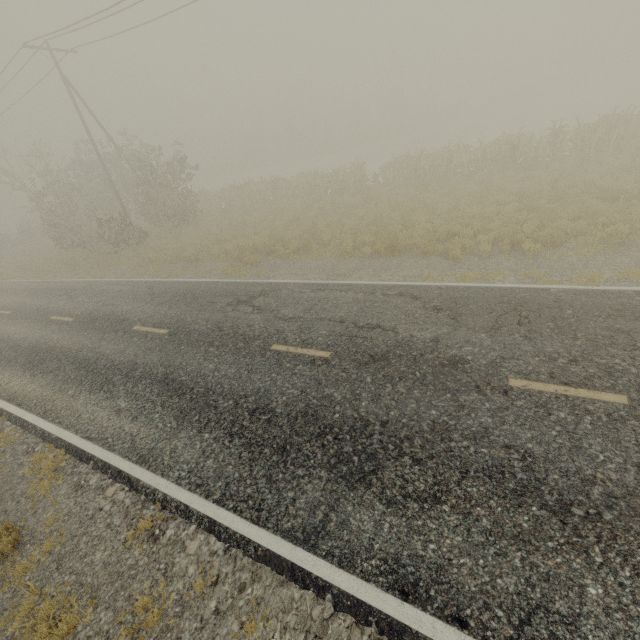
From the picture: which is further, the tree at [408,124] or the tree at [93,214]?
the tree at [408,124]

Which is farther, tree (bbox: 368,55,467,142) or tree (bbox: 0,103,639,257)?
tree (bbox: 368,55,467,142)

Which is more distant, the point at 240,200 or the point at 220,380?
the point at 240,200

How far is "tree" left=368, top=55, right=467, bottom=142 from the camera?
47.06m

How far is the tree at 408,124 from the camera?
47.06m
